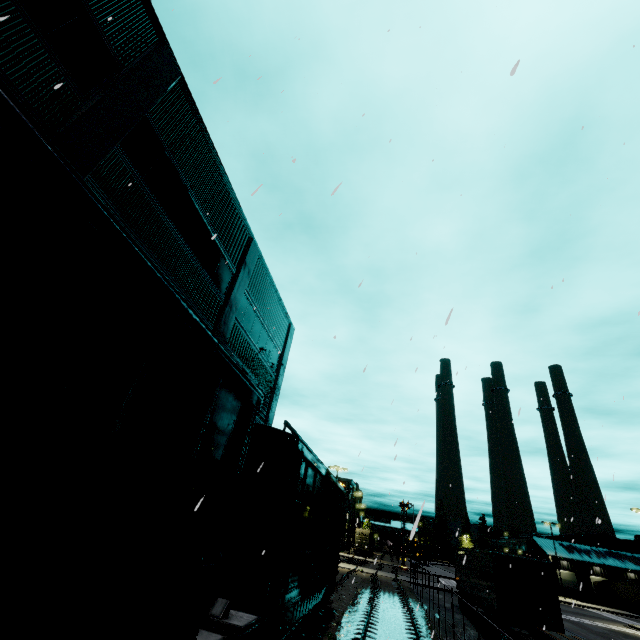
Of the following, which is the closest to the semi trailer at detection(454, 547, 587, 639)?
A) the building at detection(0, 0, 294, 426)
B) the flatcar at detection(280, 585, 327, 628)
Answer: the building at detection(0, 0, 294, 426)

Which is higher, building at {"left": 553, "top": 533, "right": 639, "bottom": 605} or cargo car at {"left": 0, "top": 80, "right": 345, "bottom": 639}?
building at {"left": 553, "top": 533, "right": 639, "bottom": 605}

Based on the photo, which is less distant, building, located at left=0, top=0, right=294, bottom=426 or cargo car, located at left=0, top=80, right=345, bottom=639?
cargo car, located at left=0, top=80, right=345, bottom=639

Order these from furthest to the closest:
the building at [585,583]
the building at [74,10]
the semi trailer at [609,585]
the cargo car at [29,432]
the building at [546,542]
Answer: the building at [546,542] < the building at [585,583] < the semi trailer at [609,585] < the building at [74,10] < the cargo car at [29,432]

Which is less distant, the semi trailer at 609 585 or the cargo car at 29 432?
the cargo car at 29 432

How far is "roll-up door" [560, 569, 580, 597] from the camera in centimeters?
5484cm

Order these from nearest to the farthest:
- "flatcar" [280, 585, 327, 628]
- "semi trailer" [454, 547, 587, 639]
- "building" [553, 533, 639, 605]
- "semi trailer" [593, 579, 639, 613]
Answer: "flatcar" [280, 585, 327, 628], "semi trailer" [454, 547, 587, 639], "semi trailer" [593, 579, 639, 613], "building" [553, 533, 639, 605]

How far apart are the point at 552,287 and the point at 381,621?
16.8 meters
